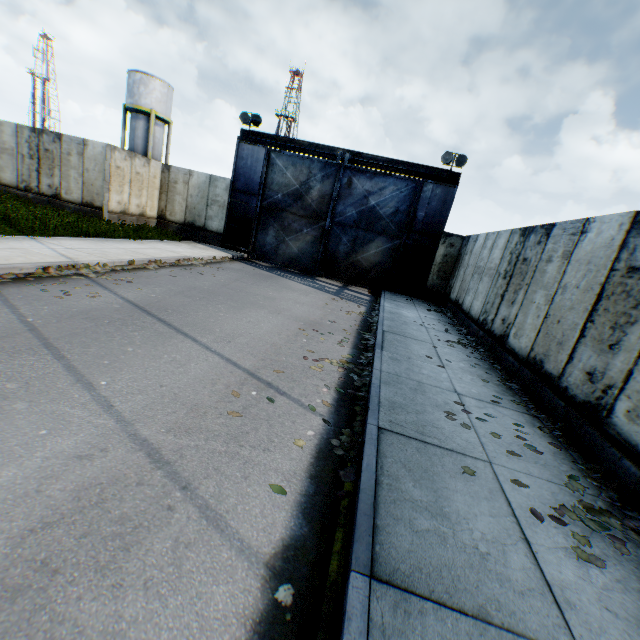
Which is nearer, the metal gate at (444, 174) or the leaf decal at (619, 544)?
the leaf decal at (619, 544)

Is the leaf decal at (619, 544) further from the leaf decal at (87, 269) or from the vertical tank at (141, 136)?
the vertical tank at (141, 136)

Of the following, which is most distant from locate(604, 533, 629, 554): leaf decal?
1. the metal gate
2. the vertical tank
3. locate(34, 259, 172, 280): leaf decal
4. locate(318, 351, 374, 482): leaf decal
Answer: the vertical tank

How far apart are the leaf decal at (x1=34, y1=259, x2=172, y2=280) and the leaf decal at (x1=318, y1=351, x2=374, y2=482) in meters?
5.3 m

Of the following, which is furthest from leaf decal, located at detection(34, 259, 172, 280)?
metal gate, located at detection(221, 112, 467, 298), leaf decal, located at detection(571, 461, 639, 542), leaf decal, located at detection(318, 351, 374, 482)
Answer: leaf decal, located at detection(571, 461, 639, 542)

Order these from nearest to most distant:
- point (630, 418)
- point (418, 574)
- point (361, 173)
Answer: point (418, 574)
point (630, 418)
point (361, 173)

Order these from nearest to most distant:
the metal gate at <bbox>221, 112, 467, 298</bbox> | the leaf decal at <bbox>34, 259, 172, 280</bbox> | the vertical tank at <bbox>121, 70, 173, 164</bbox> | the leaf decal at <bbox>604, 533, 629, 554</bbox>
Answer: the leaf decal at <bbox>604, 533, 629, 554</bbox> < the leaf decal at <bbox>34, 259, 172, 280</bbox> < the metal gate at <bbox>221, 112, 467, 298</bbox> < the vertical tank at <bbox>121, 70, 173, 164</bbox>

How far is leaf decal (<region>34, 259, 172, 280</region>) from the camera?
7.2 meters
